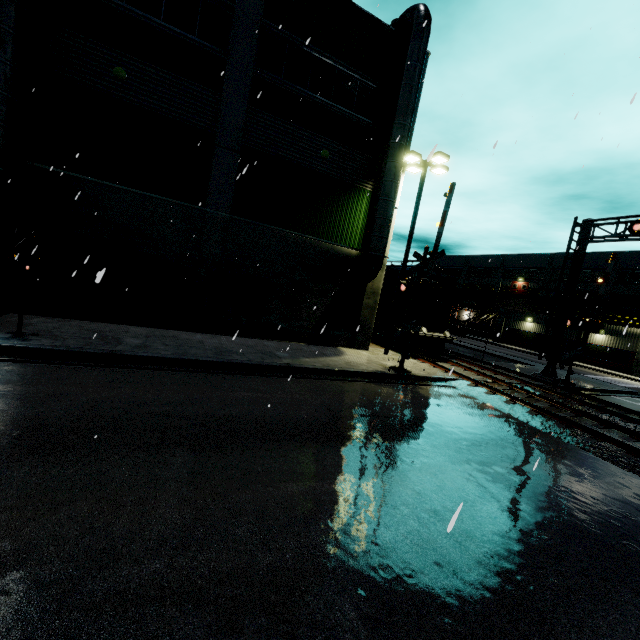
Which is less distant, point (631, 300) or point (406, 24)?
point (406, 24)

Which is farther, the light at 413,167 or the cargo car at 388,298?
the cargo car at 388,298

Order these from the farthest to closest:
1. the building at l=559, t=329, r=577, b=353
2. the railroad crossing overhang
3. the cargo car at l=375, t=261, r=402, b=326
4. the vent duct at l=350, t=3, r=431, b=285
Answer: the building at l=559, t=329, r=577, b=353 → the cargo car at l=375, t=261, r=402, b=326 → the railroad crossing overhang → the vent duct at l=350, t=3, r=431, b=285

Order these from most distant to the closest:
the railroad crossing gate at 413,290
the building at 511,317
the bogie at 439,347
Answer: the building at 511,317, the bogie at 439,347, the railroad crossing gate at 413,290

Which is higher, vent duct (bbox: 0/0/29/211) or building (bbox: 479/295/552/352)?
vent duct (bbox: 0/0/29/211)

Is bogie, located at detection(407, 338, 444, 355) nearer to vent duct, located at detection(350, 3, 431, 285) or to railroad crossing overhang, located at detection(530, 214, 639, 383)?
vent duct, located at detection(350, 3, 431, 285)

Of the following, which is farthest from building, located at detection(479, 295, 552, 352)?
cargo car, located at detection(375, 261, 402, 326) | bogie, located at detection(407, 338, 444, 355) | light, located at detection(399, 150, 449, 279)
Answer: bogie, located at detection(407, 338, 444, 355)

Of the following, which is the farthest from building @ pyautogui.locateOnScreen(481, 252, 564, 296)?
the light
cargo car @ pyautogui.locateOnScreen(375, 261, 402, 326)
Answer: cargo car @ pyautogui.locateOnScreen(375, 261, 402, 326)
